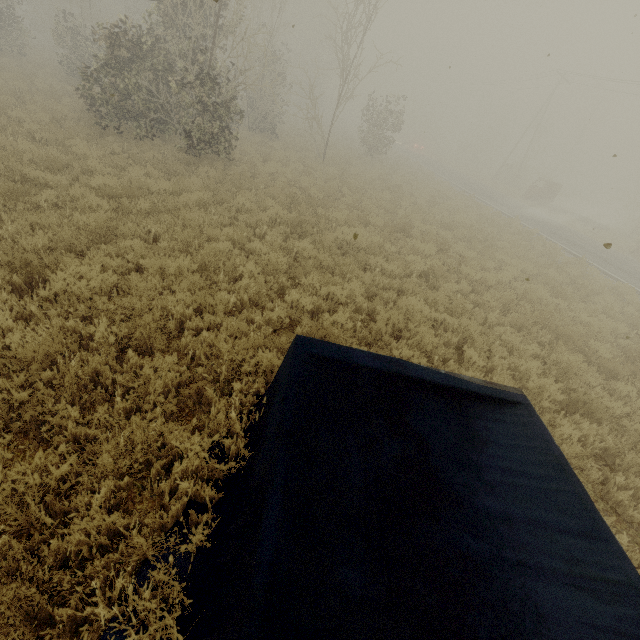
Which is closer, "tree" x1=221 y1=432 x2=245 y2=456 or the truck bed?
the truck bed

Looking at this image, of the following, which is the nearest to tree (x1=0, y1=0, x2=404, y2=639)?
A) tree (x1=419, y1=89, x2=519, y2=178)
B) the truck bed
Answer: the truck bed

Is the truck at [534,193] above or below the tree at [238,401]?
above

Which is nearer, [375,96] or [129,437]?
[129,437]

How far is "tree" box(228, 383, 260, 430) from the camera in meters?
3.8 m

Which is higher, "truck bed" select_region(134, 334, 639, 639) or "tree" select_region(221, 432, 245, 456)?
"truck bed" select_region(134, 334, 639, 639)

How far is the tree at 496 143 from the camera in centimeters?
4884cm

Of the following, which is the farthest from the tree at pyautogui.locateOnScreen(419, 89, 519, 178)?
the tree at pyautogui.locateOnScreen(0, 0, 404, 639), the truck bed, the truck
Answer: the truck bed
